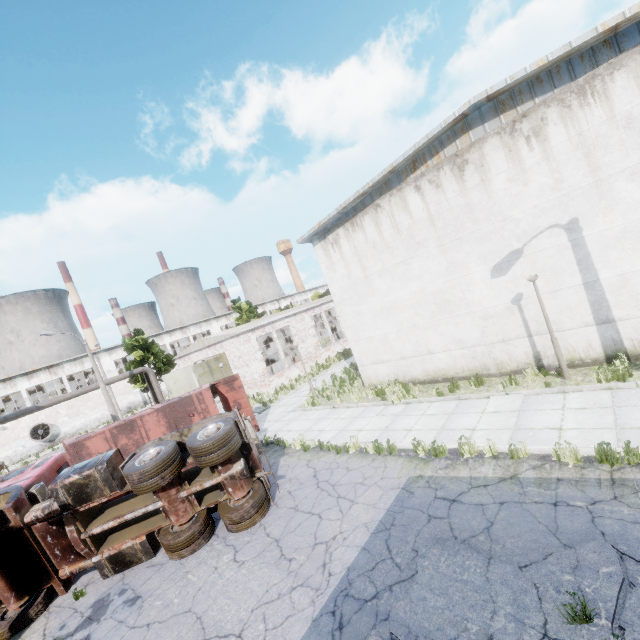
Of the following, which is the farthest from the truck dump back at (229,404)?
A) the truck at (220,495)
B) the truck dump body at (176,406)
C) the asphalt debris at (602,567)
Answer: the asphalt debris at (602,567)

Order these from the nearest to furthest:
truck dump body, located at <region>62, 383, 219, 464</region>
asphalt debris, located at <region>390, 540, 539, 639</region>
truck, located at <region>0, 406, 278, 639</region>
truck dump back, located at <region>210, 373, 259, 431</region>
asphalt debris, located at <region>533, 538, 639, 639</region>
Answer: asphalt debris, located at <region>533, 538, 639, 639</region> → asphalt debris, located at <region>390, 540, 539, 639</region> → truck, located at <region>0, 406, 278, 639</region> → truck dump body, located at <region>62, 383, 219, 464</region> → truck dump back, located at <region>210, 373, 259, 431</region>

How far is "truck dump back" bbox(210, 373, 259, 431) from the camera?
15.5 meters

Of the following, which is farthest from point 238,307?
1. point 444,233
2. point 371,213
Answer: point 444,233

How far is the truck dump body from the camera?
12.6 meters

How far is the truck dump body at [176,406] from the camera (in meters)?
12.56

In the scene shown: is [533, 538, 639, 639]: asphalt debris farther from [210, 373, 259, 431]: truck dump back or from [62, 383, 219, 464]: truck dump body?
[210, 373, 259, 431]: truck dump back

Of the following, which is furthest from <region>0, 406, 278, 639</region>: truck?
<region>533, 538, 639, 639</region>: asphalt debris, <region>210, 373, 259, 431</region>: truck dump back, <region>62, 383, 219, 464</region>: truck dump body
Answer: <region>210, 373, 259, 431</region>: truck dump back
